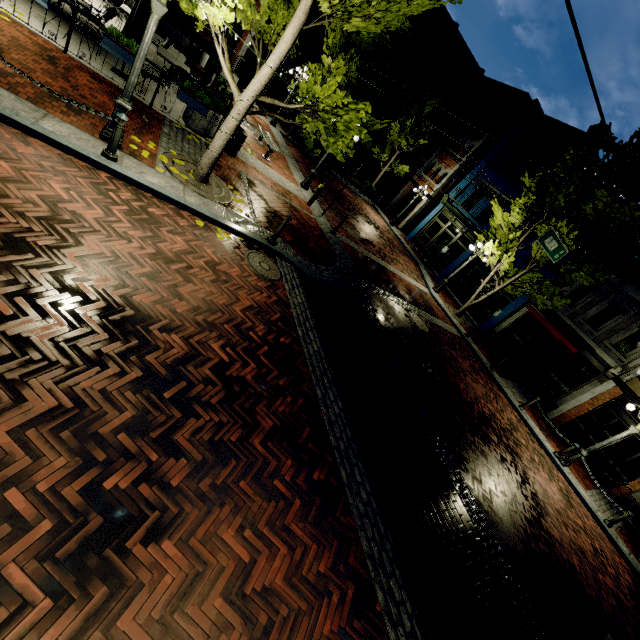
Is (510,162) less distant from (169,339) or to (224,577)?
(169,339)

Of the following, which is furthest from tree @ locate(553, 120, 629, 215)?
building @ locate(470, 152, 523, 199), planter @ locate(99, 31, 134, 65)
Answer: planter @ locate(99, 31, 134, 65)

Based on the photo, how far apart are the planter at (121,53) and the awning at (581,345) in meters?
18.5

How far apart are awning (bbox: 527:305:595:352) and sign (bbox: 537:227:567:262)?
6.86m

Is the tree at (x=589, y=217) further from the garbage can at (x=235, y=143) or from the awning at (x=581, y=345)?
the garbage can at (x=235, y=143)

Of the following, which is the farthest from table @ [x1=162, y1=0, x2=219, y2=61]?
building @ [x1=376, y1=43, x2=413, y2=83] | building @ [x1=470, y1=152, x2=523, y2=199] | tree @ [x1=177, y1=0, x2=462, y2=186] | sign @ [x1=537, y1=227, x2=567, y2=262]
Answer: building @ [x1=376, y1=43, x2=413, y2=83]

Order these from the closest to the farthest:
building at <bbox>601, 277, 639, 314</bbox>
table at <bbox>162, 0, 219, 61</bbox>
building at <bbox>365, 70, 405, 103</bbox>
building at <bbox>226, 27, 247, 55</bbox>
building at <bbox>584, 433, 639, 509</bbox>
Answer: table at <bbox>162, 0, 219, 61</bbox>
building at <bbox>584, 433, 639, 509</bbox>
building at <bbox>601, 277, 639, 314</bbox>
building at <bbox>226, 27, 247, 55</bbox>
building at <bbox>365, 70, 405, 103</bbox>

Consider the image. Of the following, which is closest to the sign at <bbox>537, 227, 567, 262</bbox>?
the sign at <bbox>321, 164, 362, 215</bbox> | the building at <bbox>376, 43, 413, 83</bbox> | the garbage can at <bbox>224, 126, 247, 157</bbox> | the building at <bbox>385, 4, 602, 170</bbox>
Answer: the sign at <bbox>321, 164, 362, 215</bbox>
